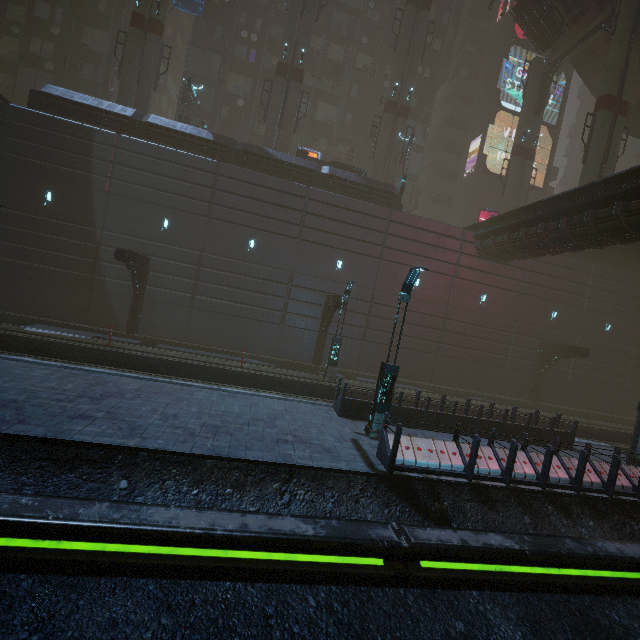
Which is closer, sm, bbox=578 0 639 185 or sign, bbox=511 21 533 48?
sm, bbox=578 0 639 185

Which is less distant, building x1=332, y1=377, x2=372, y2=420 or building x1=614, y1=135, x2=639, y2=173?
building x1=332, y1=377, x2=372, y2=420

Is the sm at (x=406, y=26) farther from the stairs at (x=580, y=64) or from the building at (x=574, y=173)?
the building at (x=574, y=173)

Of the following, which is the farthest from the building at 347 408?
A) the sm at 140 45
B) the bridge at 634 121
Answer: the bridge at 634 121

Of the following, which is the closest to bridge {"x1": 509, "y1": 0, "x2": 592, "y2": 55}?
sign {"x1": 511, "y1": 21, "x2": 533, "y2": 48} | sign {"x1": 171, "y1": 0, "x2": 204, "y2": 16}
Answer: sign {"x1": 511, "y1": 21, "x2": 533, "y2": 48}

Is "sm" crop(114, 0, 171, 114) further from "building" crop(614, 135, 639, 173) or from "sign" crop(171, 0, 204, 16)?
"building" crop(614, 135, 639, 173)

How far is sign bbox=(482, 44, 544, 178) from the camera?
34.7 meters

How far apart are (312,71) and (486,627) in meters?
41.3 m
